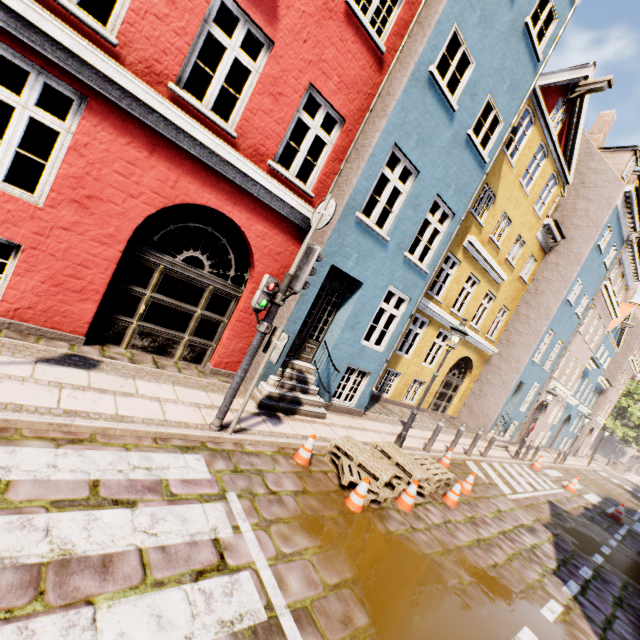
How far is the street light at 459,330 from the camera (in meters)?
8.26

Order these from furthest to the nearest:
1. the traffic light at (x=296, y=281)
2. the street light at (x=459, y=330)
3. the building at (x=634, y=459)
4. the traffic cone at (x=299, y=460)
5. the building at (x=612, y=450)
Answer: the building at (x=612, y=450) < the building at (x=634, y=459) < the street light at (x=459, y=330) < the traffic cone at (x=299, y=460) < the traffic light at (x=296, y=281)

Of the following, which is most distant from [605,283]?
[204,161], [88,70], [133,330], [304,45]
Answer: [88,70]

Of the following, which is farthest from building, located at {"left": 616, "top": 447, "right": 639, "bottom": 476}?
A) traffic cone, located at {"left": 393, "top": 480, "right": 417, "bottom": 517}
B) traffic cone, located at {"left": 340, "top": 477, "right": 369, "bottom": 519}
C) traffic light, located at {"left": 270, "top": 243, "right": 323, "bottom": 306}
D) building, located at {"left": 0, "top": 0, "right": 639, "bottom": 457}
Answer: Result: traffic light, located at {"left": 270, "top": 243, "right": 323, "bottom": 306}

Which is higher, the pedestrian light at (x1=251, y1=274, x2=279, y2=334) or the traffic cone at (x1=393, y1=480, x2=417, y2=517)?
the pedestrian light at (x1=251, y1=274, x2=279, y2=334)

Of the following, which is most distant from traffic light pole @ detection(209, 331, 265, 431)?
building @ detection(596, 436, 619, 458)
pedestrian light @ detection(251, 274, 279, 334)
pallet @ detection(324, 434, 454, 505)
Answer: building @ detection(596, 436, 619, 458)

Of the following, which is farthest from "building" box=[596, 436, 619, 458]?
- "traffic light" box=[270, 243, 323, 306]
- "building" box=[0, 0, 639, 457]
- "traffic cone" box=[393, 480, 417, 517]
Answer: "traffic light" box=[270, 243, 323, 306]

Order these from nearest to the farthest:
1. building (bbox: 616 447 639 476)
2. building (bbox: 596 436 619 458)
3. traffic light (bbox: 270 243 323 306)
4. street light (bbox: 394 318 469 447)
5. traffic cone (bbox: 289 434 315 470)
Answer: traffic light (bbox: 270 243 323 306), traffic cone (bbox: 289 434 315 470), street light (bbox: 394 318 469 447), building (bbox: 616 447 639 476), building (bbox: 596 436 619 458)
